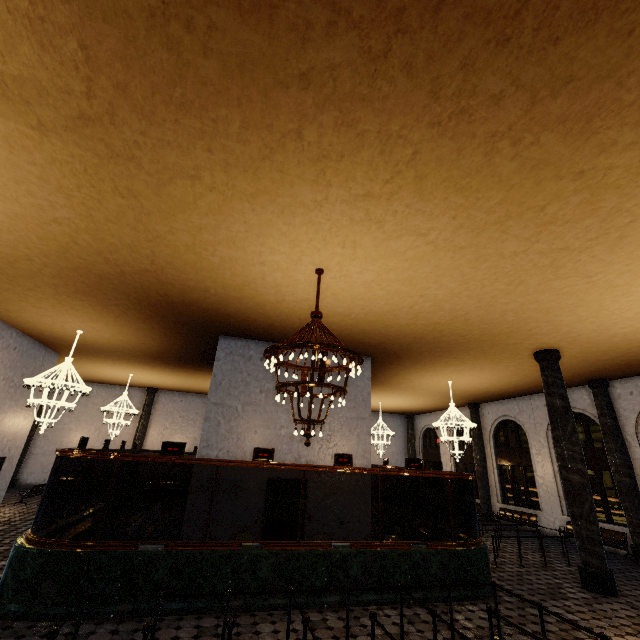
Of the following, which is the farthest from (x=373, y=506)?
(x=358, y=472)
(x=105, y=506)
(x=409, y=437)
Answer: (x=409, y=437)
